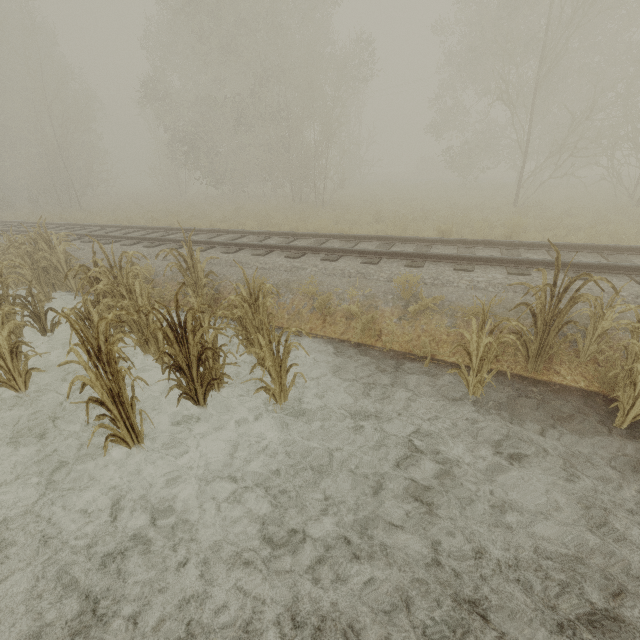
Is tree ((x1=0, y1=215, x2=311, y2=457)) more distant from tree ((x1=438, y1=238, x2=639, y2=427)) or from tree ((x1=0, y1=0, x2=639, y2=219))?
tree ((x1=0, y1=0, x2=639, y2=219))

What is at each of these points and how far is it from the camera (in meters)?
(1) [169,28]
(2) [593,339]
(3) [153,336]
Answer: (1) tree, 21.09
(2) tree, 4.37
(3) tree, 5.06

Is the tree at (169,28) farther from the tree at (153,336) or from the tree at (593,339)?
the tree at (593,339)

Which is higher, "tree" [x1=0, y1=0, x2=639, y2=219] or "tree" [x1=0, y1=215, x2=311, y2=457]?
"tree" [x1=0, y1=0, x2=639, y2=219]

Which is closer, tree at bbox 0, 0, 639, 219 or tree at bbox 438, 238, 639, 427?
tree at bbox 438, 238, 639, 427

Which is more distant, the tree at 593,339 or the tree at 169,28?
the tree at 169,28

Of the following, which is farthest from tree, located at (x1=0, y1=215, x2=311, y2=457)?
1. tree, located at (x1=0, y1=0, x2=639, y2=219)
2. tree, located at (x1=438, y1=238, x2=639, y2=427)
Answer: tree, located at (x1=0, y1=0, x2=639, y2=219)
